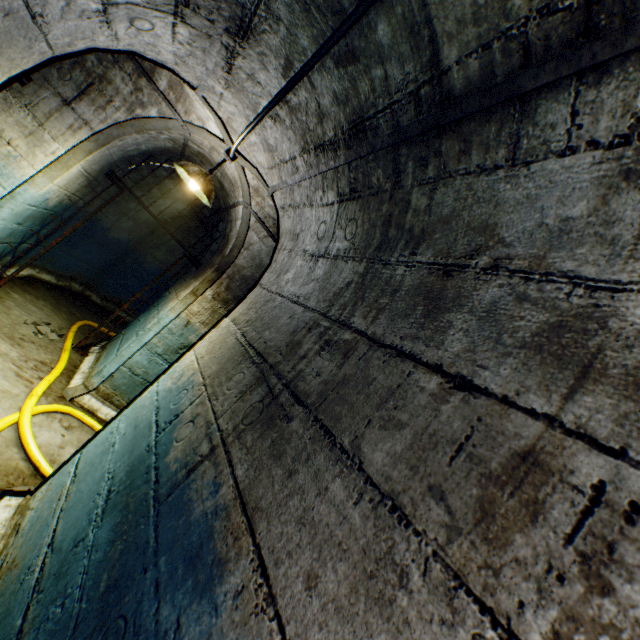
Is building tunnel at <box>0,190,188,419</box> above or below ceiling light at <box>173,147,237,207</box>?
below

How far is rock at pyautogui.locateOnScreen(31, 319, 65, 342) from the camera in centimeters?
425cm

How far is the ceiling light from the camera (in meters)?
2.83

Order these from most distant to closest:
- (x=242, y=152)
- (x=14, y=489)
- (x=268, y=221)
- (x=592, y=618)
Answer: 1. (x=268, y=221)
2. (x=242, y=152)
3. (x=14, y=489)
4. (x=592, y=618)

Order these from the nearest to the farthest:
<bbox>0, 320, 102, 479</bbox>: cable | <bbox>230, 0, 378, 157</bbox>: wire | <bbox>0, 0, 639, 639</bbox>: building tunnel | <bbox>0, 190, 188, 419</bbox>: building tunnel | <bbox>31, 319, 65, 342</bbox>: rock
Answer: <bbox>0, 0, 639, 639</bbox>: building tunnel
<bbox>230, 0, 378, 157</bbox>: wire
<bbox>0, 320, 102, 479</bbox>: cable
<bbox>0, 190, 188, 419</bbox>: building tunnel
<bbox>31, 319, 65, 342</bbox>: rock

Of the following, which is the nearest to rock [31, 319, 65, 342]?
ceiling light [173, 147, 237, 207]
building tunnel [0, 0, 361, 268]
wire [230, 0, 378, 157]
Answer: building tunnel [0, 0, 361, 268]

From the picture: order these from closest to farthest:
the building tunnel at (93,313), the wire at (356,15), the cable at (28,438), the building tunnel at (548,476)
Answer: the building tunnel at (548,476), the wire at (356,15), the cable at (28,438), the building tunnel at (93,313)

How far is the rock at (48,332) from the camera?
4.3m
